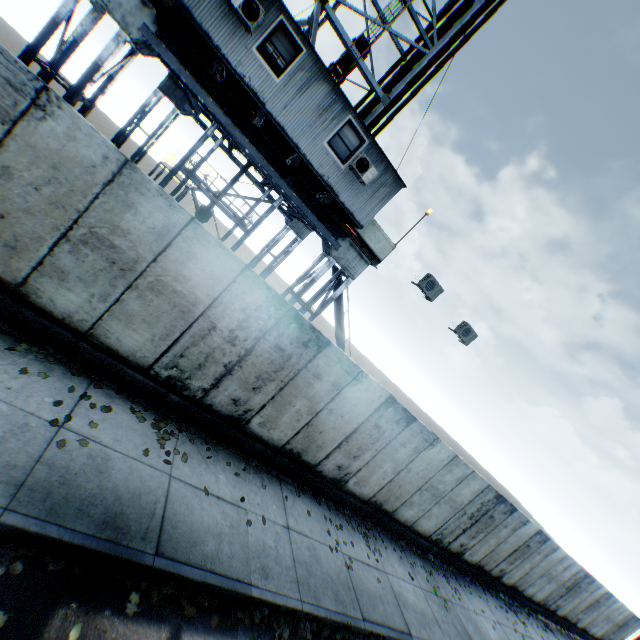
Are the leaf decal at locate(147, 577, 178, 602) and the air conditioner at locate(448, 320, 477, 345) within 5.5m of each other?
no

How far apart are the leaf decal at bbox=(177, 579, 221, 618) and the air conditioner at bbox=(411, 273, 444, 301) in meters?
9.5 m

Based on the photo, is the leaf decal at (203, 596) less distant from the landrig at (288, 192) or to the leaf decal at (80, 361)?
the leaf decal at (80, 361)

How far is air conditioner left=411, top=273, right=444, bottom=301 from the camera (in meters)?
10.98

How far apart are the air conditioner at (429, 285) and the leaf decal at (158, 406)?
7.2m

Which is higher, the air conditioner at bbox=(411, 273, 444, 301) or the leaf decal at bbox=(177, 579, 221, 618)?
the air conditioner at bbox=(411, 273, 444, 301)

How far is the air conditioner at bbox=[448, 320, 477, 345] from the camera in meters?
12.2

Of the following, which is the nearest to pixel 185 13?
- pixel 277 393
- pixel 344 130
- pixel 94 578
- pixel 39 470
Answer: pixel 344 130
